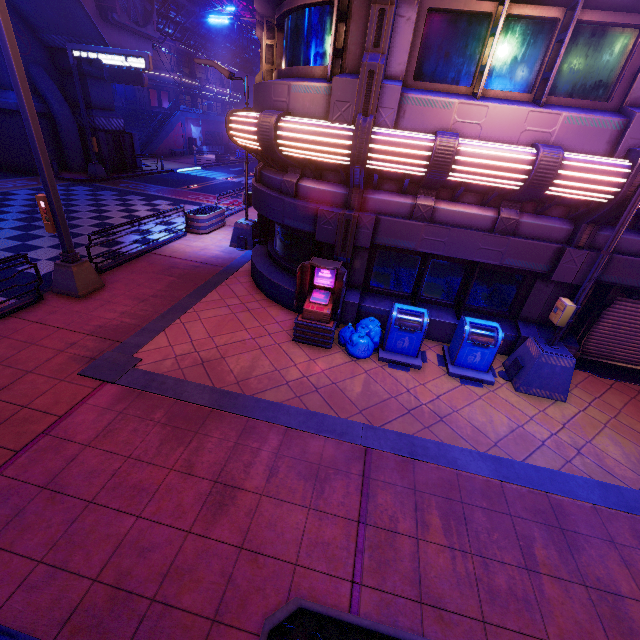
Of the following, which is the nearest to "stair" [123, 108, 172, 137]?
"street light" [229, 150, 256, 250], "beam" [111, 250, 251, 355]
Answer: "beam" [111, 250, 251, 355]

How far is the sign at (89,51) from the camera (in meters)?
18.42

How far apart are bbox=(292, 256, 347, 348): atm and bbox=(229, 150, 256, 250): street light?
5.95m

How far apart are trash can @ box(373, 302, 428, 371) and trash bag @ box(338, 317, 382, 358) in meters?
0.0 m

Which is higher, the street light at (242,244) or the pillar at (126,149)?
the pillar at (126,149)

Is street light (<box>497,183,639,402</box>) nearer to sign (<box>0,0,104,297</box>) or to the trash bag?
the trash bag

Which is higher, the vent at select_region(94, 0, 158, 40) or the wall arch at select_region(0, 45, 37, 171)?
the vent at select_region(94, 0, 158, 40)

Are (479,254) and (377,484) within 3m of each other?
no
